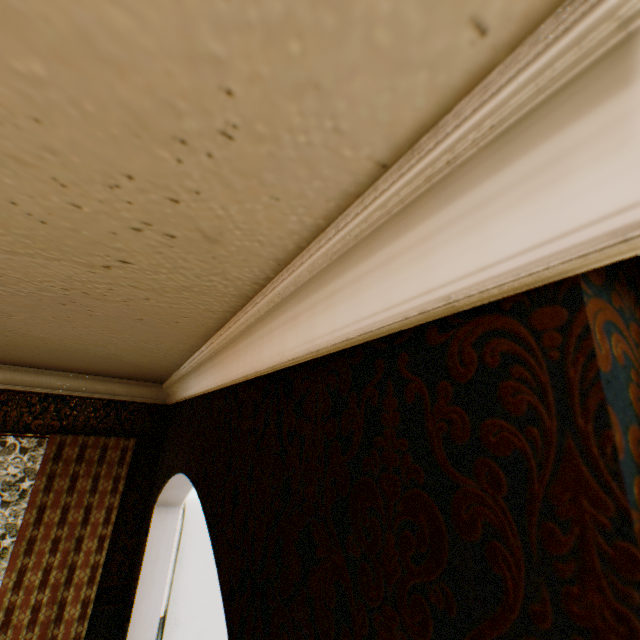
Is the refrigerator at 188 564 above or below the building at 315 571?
below

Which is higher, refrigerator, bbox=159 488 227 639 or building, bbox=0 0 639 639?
building, bbox=0 0 639 639

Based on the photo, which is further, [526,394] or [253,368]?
[253,368]

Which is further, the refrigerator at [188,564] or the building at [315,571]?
the refrigerator at [188,564]

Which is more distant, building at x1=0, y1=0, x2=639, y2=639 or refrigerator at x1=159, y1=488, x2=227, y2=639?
refrigerator at x1=159, y1=488, x2=227, y2=639
